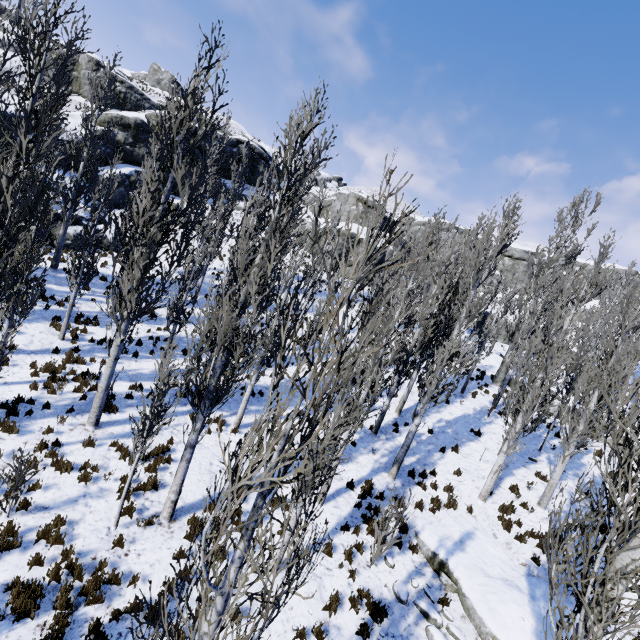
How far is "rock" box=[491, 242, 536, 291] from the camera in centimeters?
5253cm

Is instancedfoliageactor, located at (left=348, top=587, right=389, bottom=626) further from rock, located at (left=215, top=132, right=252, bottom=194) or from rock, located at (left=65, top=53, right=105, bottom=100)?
rock, located at (left=65, top=53, right=105, bottom=100)

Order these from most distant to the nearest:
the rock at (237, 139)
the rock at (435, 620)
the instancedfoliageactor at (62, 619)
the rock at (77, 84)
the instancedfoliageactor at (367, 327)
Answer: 1. the rock at (77, 84)
2. the rock at (237, 139)
3. the rock at (435, 620)
4. the instancedfoliageactor at (62, 619)
5. the instancedfoliageactor at (367, 327)

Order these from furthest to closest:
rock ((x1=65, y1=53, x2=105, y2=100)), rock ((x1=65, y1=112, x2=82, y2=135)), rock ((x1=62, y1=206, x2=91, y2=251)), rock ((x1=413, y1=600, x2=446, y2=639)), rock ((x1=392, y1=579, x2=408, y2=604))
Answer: rock ((x1=65, y1=53, x2=105, y2=100)), rock ((x1=65, y1=112, x2=82, y2=135)), rock ((x1=62, y1=206, x2=91, y2=251)), rock ((x1=392, y1=579, x2=408, y2=604)), rock ((x1=413, y1=600, x2=446, y2=639))

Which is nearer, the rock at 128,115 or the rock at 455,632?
the rock at 455,632

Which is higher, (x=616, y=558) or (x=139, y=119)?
(x=139, y=119)

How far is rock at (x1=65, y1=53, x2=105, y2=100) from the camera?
40.12m

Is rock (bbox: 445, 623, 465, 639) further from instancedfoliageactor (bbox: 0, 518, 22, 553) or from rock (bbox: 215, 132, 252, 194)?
rock (bbox: 215, 132, 252, 194)
